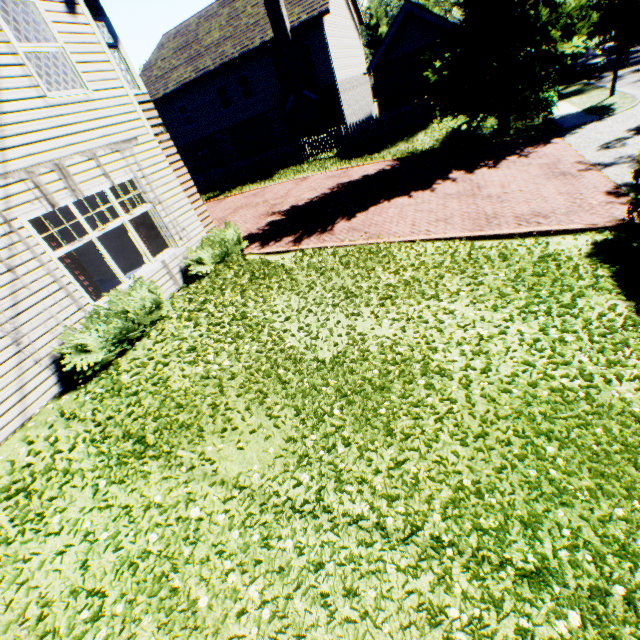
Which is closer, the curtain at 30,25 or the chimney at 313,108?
the curtain at 30,25

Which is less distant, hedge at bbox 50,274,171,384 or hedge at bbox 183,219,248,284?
hedge at bbox 50,274,171,384

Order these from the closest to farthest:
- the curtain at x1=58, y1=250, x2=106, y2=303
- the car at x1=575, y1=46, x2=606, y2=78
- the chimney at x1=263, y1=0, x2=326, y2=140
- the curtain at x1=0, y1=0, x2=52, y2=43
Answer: the curtain at x1=0, y1=0, x2=52, y2=43 < the curtain at x1=58, y1=250, x2=106, y2=303 < the chimney at x1=263, y1=0, x2=326, y2=140 < the car at x1=575, y1=46, x2=606, y2=78

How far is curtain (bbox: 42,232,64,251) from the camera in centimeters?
632cm

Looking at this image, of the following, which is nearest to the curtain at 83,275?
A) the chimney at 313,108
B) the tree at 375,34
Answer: the tree at 375,34

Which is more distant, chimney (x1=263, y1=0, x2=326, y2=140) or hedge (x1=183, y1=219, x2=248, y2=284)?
chimney (x1=263, y1=0, x2=326, y2=140)

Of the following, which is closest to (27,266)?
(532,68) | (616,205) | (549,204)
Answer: (549,204)

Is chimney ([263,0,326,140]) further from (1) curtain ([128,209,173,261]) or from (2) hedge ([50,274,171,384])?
(2) hedge ([50,274,171,384])
